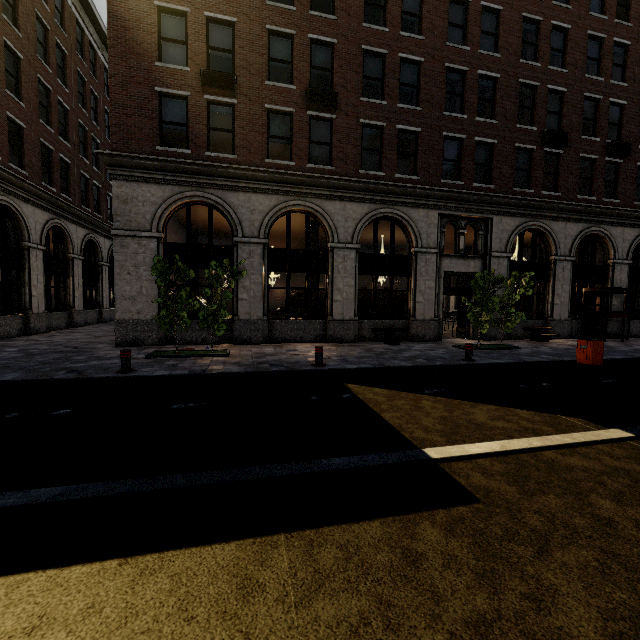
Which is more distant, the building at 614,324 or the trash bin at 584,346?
the building at 614,324

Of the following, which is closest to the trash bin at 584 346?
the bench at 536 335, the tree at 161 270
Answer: the tree at 161 270

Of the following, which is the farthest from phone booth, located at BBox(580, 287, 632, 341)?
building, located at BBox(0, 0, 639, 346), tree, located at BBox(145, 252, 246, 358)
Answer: tree, located at BBox(145, 252, 246, 358)

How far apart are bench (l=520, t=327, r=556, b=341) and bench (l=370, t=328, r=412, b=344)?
6.2m

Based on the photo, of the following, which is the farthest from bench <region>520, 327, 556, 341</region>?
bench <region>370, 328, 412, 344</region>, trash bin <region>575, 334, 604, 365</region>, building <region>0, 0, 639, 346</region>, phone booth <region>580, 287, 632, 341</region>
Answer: bench <region>370, 328, 412, 344</region>

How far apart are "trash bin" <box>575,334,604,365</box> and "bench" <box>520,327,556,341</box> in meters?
5.3 m

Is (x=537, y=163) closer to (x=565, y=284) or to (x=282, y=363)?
(x=565, y=284)

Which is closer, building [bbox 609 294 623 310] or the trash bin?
the trash bin
